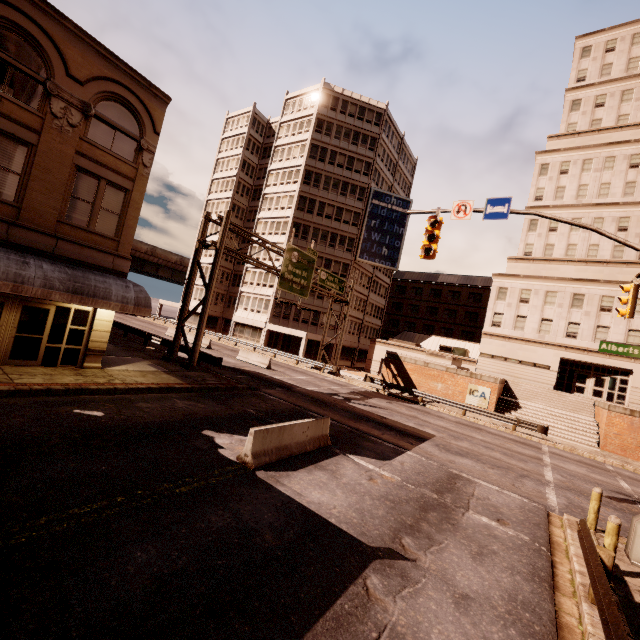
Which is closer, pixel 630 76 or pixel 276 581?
pixel 276 581

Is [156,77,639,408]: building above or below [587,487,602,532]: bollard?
above

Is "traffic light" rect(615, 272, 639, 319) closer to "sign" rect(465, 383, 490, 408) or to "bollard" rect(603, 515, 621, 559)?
"bollard" rect(603, 515, 621, 559)

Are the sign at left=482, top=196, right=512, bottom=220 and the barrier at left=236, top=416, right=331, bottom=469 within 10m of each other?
yes

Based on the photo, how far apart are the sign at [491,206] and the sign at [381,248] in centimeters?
3420cm

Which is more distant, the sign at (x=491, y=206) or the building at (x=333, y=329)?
the building at (x=333, y=329)

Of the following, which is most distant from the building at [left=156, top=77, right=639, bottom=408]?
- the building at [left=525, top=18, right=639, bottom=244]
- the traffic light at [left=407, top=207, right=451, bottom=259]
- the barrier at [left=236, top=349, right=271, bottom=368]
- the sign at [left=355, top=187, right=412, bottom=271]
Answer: the traffic light at [left=407, top=207, right=451, bottom=259]

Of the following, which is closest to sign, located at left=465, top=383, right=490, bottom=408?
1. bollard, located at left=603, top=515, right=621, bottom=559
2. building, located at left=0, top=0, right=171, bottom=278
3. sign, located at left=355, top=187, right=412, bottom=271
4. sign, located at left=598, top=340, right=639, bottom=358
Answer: sign, located at left=598, top=340, right=639, bottom=358
